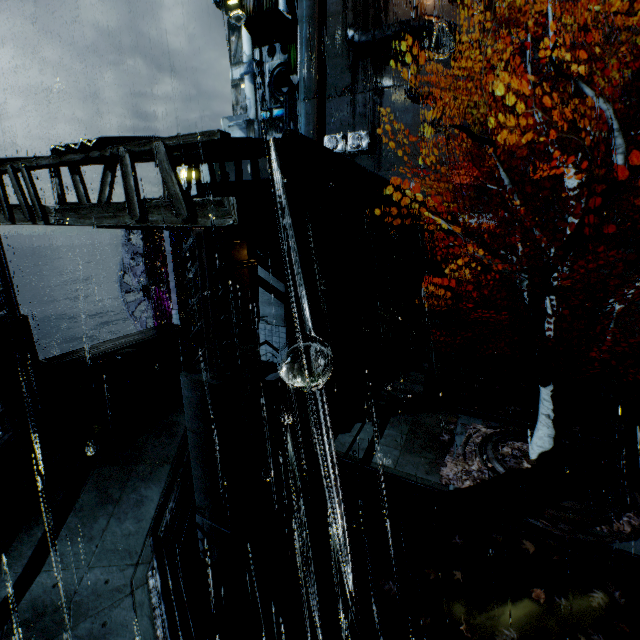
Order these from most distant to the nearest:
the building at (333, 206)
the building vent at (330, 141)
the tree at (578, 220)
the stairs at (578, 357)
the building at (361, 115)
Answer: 1. the building vent at (330, 141)
2. the building at (361, 115)
3. the building at (333, 206)
4. the stairs at (578, 357)
5. the tree at (578, 220)

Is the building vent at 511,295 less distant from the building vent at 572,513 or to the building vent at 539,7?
the building vent at 572,513

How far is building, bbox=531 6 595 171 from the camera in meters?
22.0

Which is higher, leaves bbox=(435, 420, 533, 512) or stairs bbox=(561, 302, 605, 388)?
stairs bbox=(561, 302, 605, 388)

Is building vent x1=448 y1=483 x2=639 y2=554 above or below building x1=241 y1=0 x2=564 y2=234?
below

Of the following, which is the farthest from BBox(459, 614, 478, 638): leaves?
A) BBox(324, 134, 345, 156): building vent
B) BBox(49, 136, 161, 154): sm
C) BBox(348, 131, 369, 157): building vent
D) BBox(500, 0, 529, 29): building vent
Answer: BBox(500, 0, 529, 29): building vent

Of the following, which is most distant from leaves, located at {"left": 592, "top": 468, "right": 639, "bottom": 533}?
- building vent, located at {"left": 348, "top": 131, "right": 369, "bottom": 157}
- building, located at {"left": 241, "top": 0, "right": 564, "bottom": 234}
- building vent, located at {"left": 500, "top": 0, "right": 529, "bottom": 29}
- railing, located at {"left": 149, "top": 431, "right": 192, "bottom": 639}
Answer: building vent, located at {"left": 500, "top": 0, "right": 529, "bottom": 29}

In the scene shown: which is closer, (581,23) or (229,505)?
(229,505)
